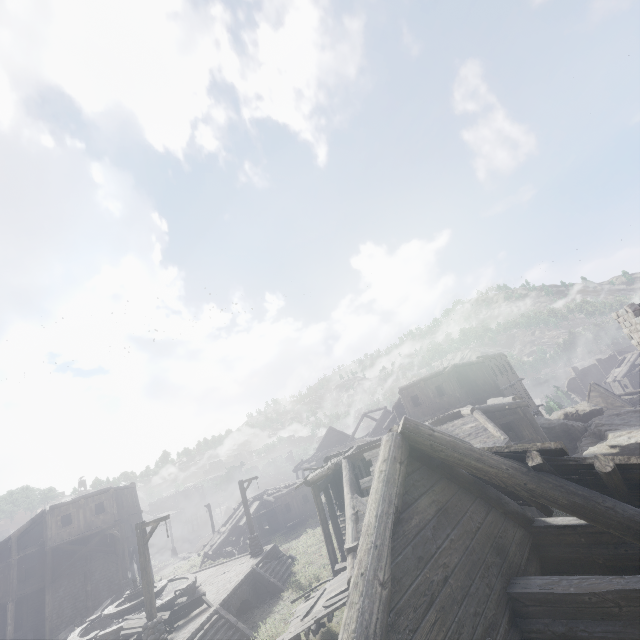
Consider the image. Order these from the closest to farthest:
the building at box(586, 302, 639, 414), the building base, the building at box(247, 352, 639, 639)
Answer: → the building at box(247, 352, 639, 639), the building base, the building at box(586, 302, 639, 414)

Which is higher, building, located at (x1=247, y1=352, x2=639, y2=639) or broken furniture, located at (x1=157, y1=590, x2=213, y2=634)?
building, located at (x1=247, y1=352, x2=639, y2=639)

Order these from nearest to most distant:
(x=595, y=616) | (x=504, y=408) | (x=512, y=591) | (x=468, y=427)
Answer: (x=595, y=616)
(x=512, y=591)
(x=468, y=427)
(x=504, y=408)

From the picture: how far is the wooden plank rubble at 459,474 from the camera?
5.71m

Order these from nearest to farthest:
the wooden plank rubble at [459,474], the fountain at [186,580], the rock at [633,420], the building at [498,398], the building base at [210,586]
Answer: the building at [498,398], the wooden plank rubble at [459,474], the building base at [210,586], the fountain at [186,580], the rock at [633,420]

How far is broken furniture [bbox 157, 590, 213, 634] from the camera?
14.3m

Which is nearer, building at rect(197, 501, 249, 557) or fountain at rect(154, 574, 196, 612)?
fountain at rect(154, 574, 196, 612)

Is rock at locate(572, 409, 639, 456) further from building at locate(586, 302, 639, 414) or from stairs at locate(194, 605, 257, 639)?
stairs at locate(194, 605, 257, 639)
